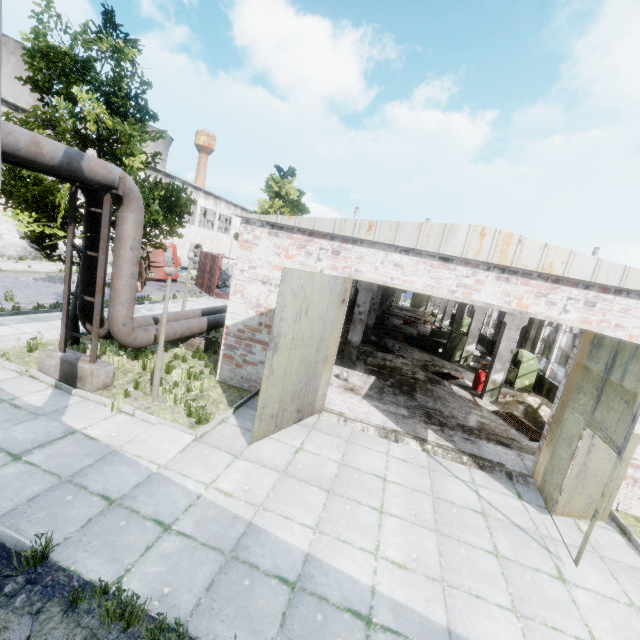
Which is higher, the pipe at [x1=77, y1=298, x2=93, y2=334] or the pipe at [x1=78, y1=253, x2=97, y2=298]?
the pipe at [x1=78, y1=253, x2=97, y2=298]

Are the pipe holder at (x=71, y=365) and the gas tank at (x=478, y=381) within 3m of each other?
no

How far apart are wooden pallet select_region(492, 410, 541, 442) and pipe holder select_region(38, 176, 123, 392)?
12.4m

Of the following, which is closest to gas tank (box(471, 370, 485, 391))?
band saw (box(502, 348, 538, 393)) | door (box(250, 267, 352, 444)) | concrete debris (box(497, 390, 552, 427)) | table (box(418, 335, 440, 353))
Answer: concrete debris (box(497, 390, 552, 427))

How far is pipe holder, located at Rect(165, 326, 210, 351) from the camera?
12.0m

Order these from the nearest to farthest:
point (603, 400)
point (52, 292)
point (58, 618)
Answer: point (58, 618)
point (603, 400)
point (52, 292)

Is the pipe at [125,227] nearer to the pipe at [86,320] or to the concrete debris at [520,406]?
the pipe at [86,320]

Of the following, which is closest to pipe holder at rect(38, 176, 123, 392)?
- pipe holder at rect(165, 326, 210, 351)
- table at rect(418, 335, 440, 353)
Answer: A: pipe holder at rect(165, 326, 210, 351)
